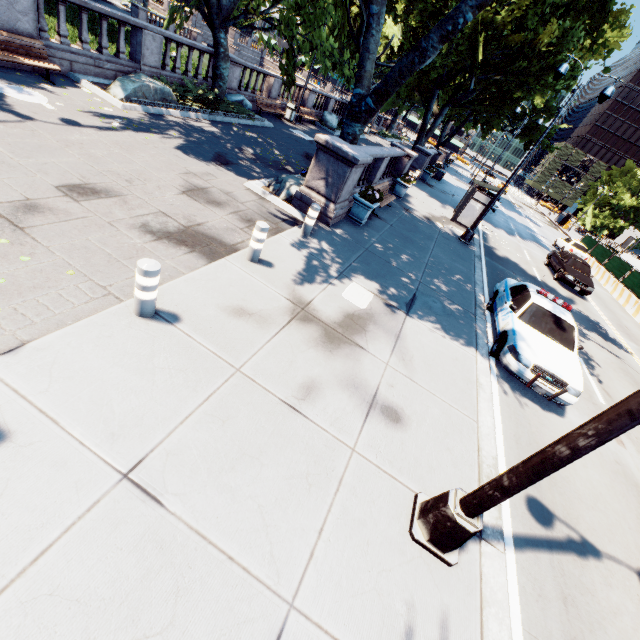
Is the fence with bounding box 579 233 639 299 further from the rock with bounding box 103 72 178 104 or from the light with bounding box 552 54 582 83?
the rock with bounding box 103 72 178 104

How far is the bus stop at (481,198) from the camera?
17.5m

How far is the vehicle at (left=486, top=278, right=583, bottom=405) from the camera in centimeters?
709cm

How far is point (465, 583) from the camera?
3.5m

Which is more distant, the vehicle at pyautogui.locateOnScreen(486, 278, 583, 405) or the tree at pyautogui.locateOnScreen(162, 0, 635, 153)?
the tree at pyautogui.locateOnScreen(162, 0, 635, 153)

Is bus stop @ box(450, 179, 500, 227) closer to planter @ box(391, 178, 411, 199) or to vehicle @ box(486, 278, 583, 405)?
planter @ box(391, 178, 411, 199)

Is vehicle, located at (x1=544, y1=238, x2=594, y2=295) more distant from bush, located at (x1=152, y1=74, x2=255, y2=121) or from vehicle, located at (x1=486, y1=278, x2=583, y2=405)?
bush, located at (x1=152, y1=74, x2=255, y2=121)

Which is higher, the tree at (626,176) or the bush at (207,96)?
the tree at (626,176)
